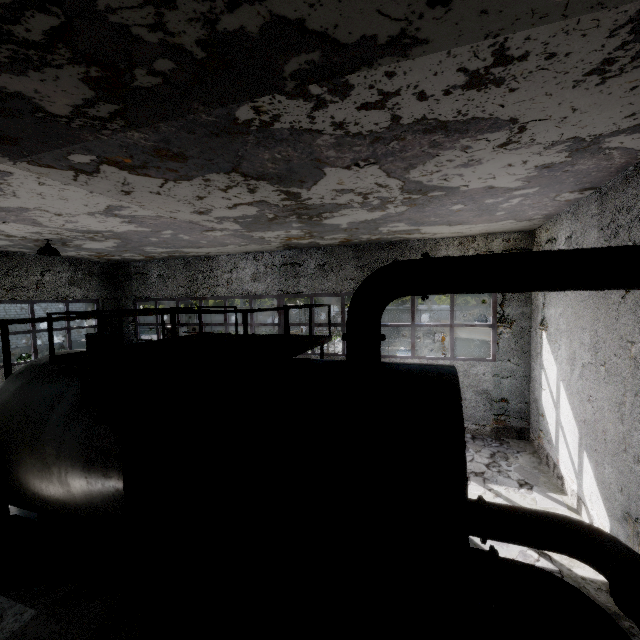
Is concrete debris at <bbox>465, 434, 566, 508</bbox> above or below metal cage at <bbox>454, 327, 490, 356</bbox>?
below

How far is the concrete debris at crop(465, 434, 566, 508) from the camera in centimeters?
772cm

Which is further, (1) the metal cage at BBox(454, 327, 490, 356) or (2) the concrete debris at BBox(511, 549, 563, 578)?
(1) the metal cage at BBox(454, 327, 490, 356)

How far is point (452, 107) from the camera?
3.5 meters

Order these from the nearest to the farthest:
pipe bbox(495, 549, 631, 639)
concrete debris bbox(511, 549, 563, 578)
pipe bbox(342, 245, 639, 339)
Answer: pipe bbox(495, 549, 631, 639), pipe bbox(342, 245, 639, 339), concrete debris bbox(511, 549, 563, 578)

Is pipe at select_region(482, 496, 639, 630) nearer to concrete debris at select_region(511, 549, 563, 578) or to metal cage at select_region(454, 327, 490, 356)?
concrete debris at select_region(511, 549, 563, 578)

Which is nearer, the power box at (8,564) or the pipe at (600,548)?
the pipe at (600,548)

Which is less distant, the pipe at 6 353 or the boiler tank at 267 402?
the boiler tank at 267 402
